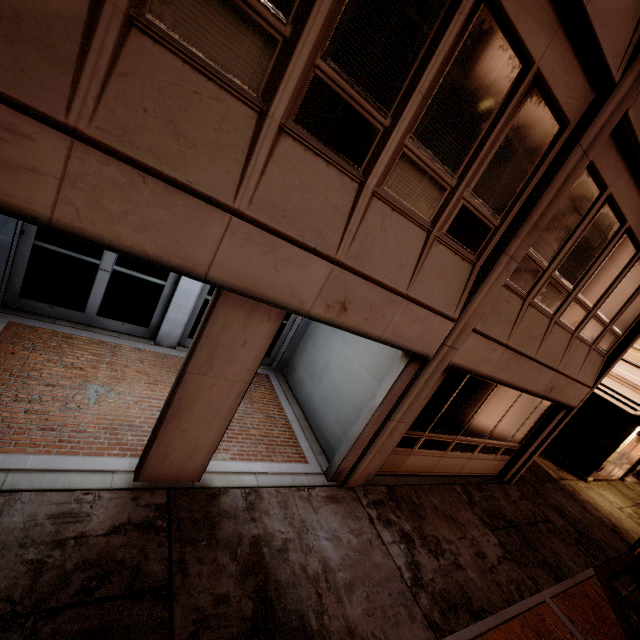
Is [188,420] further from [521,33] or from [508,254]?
[521,33]
